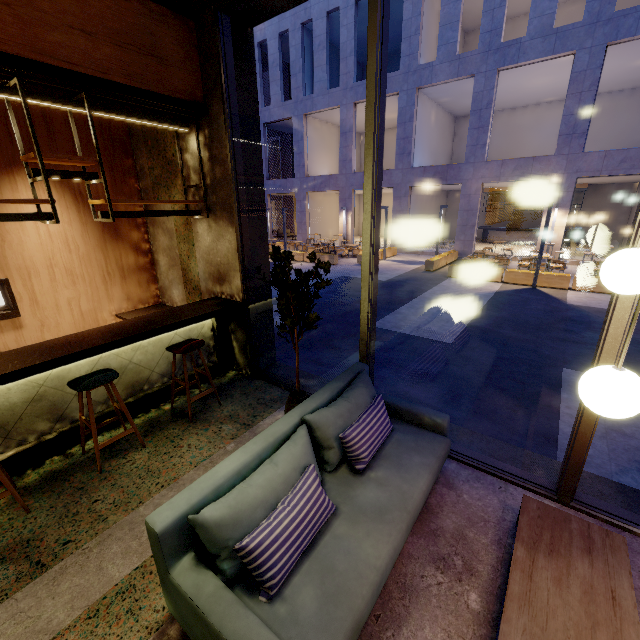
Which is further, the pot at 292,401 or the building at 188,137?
the building at 188,137

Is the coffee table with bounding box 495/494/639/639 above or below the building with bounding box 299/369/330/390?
above

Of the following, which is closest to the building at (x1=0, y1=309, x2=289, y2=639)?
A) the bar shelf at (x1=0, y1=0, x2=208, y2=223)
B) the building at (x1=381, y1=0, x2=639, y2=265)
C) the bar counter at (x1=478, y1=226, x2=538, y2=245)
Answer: the bar shelf at (x1=0, y1=0, x2=208, y2=223)

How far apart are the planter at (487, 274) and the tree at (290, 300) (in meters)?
11.39

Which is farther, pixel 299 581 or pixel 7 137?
pixel 7 137

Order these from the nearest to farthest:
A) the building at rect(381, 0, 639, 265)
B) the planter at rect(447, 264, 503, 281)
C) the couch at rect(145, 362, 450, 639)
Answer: the couch at rect(145, 362, 450, 639), the planter at rect(447, 264, 503, 281), the building at rect(381, 0, 639, 265)

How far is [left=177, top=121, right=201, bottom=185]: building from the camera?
4.32m

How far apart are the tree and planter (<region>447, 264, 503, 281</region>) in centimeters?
1139cm
